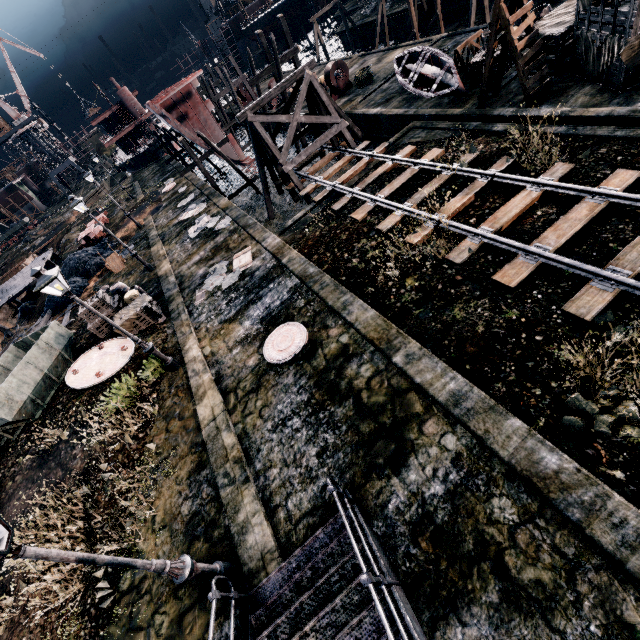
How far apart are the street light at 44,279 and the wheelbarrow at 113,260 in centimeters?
1566cm

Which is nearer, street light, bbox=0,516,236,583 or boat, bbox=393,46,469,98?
street light, bbox=0,516,236,583

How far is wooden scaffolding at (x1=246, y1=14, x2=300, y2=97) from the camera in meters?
23.4 m

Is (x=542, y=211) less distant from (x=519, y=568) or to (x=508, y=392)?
(x=508, y=392)

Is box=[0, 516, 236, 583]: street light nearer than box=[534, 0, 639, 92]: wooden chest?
Yes

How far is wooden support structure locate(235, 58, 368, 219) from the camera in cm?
1912

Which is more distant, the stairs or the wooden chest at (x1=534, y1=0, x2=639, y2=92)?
the wooden chest at (x1=534, y1=0, x2=639, y2=92)

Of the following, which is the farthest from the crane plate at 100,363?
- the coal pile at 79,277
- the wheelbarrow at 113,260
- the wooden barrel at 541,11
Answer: the wooden barrel at 541,11
